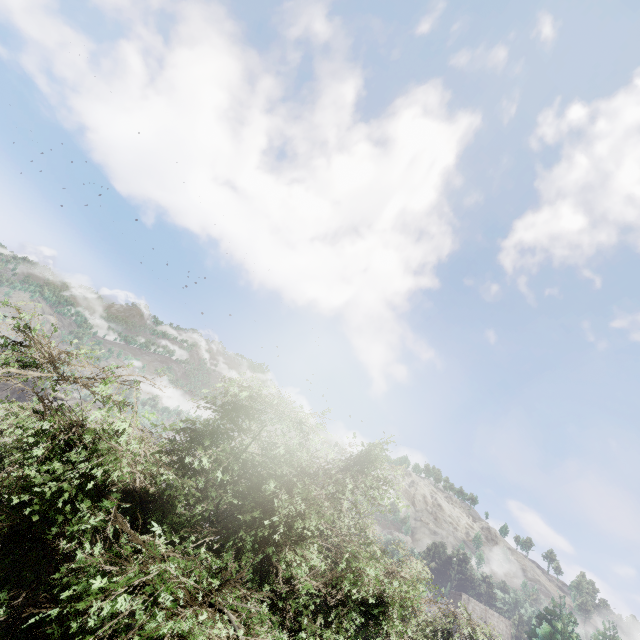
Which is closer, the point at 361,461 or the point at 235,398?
the point at 235,398
